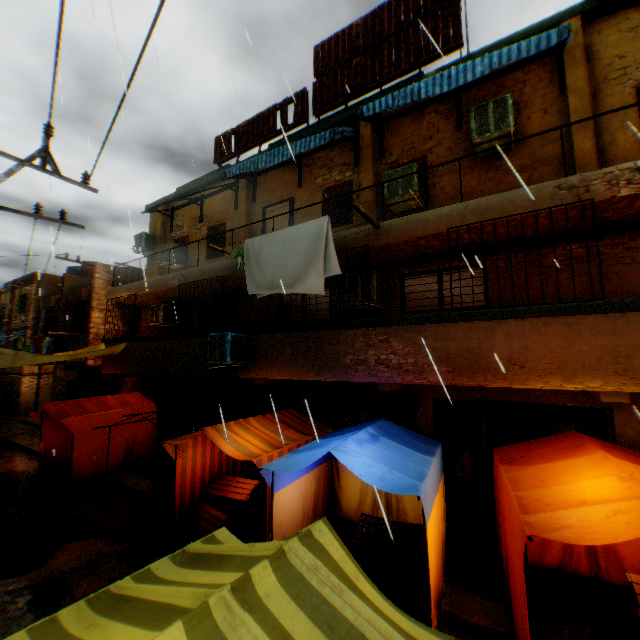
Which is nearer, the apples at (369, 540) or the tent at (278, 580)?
the tent at (278, 580)

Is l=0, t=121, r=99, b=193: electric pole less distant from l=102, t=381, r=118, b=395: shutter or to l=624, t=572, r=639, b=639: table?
l=624, t=572, r=639, b=639: table

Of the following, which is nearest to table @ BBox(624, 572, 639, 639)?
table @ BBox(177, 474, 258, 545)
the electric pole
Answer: the electric pole

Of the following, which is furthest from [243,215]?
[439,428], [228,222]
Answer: [439,428]

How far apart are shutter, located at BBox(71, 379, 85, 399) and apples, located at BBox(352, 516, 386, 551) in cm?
1928

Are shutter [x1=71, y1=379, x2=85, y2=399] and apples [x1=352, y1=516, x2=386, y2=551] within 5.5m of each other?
no

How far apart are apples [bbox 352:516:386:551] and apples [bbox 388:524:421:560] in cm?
9

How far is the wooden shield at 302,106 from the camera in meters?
10.7 m
